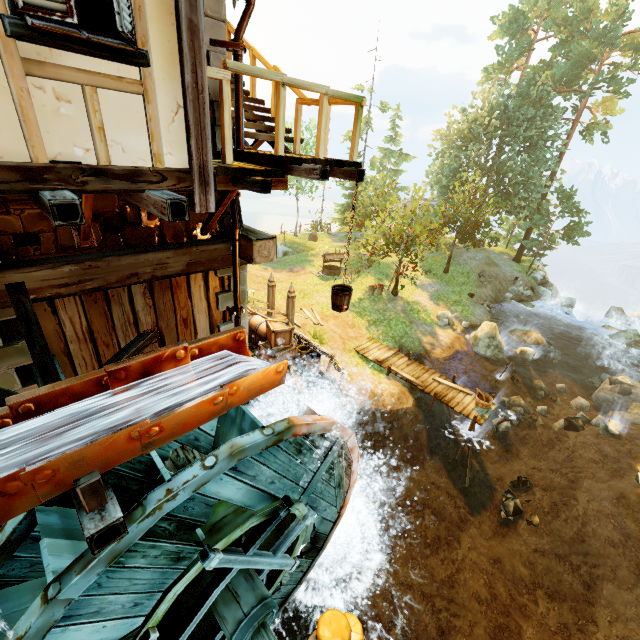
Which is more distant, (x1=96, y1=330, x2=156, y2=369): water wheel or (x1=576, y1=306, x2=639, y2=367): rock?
(x1=576, y1=306, x2=639, y2=367): rock

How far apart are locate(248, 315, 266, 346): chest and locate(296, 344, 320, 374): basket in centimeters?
→ 109cm

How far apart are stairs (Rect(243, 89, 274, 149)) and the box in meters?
6.0 m

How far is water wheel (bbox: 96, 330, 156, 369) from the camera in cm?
498

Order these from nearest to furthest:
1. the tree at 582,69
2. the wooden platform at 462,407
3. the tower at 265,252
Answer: the tower at 265,252 → the wooden platform at 462,407 → the tree at 582,69

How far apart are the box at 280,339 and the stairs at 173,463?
4.4m

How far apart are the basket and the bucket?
4.8 meters

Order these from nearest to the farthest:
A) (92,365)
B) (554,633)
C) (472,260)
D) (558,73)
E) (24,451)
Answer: (24,451)
(92,365)
(554,633)
(558,73)
(472,260)
